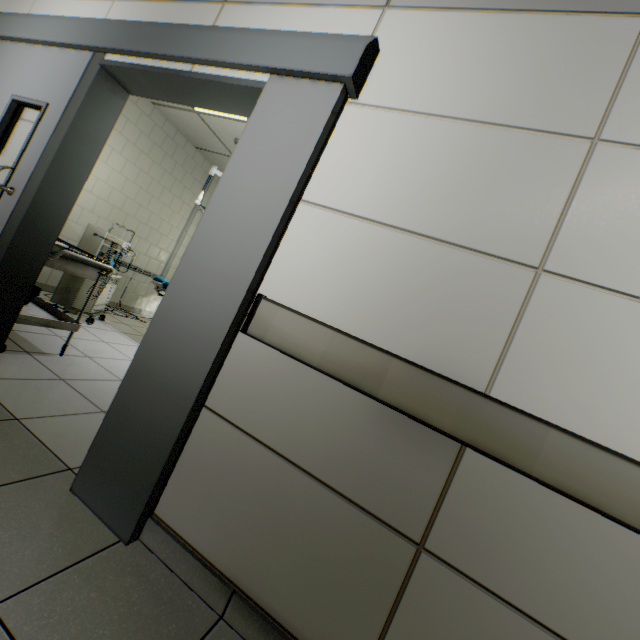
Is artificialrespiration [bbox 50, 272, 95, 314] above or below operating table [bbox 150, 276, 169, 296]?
below

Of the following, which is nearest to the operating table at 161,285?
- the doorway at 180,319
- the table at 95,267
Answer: the table at 95,267

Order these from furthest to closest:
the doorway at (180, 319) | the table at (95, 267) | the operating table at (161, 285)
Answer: the operating table at (161, 285) < the table at (95, 267) < the doorway at (180, 319)

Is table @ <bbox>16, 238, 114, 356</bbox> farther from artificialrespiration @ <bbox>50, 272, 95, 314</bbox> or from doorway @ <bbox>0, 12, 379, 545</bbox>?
artificialrespiration @ <bbox>50, 272, 95, 314</bbox>

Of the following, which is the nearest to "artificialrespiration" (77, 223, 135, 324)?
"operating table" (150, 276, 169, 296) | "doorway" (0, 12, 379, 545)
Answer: "operating table" (150, 276, 169, 296)

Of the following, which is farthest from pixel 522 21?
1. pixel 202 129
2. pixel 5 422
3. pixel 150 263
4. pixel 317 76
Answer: pixel 150 263

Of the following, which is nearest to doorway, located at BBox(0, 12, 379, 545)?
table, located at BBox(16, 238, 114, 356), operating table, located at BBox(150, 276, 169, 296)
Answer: table, located at BBox(16, 238, 114, 356)
